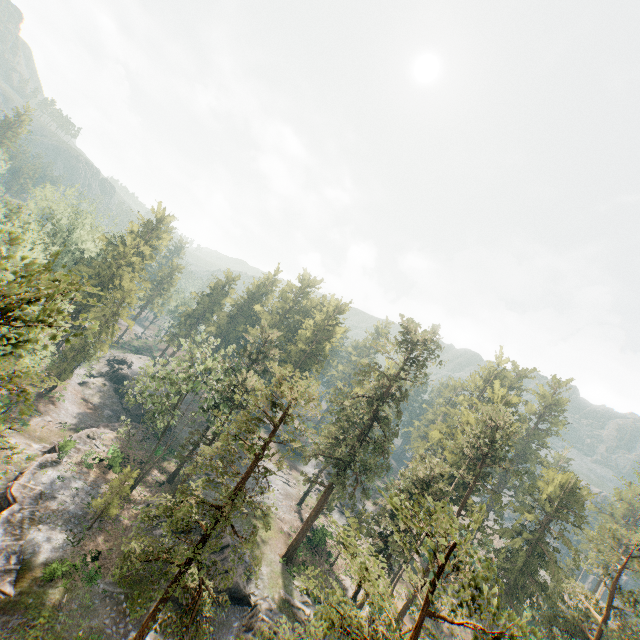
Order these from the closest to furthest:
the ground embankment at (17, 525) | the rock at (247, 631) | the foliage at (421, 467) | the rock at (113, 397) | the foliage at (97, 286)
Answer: the foliage at (97, 286) < the foliage at (421, 467) < the ground embankment at (17, 525) < the rock at (247, 631) < the rock at (113, 397)

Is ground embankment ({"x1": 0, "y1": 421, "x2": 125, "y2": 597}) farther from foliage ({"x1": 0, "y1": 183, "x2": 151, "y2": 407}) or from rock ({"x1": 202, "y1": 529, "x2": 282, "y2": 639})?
rock ({"x1": 202, "y1": 529, "x2": 282, "y2": 639})

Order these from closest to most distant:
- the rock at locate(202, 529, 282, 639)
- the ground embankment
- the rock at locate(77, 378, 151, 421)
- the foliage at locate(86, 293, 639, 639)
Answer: the foliage at locate(86, 293, 639, 639)
the ground embankment
the rock at locate(202, 529, 282, 639)
the rock at locate(77, 378, 151, 421)

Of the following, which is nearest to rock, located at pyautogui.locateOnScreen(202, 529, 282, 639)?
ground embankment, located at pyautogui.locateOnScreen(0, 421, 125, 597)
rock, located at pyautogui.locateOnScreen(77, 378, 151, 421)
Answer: ground embankment, located at pyautogui.locateOnScreen(0, 421, 125, 597)

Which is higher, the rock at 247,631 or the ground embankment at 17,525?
the rock at 247,631

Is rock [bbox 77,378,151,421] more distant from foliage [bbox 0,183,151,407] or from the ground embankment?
foliage [bbox 0,183,151,407]

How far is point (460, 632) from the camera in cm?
4569
